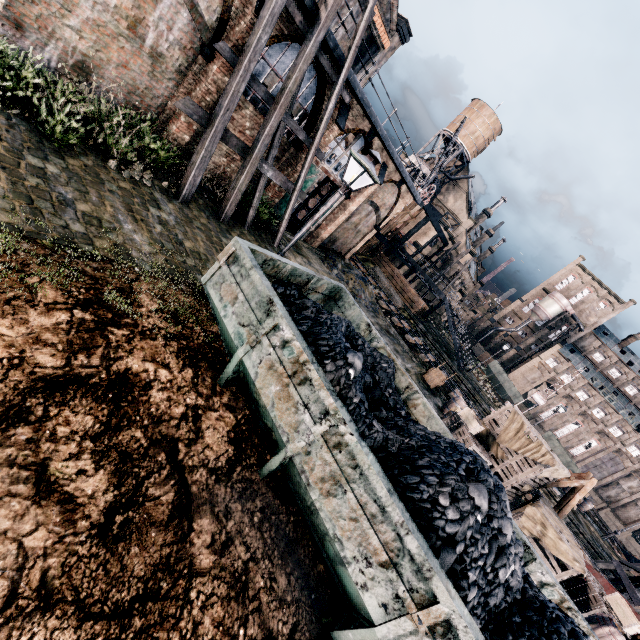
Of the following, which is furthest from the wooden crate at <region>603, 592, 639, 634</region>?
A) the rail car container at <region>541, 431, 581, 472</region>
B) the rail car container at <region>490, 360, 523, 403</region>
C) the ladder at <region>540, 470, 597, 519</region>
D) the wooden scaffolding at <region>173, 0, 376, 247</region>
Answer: the rail car container at <region>490, 360, 523, 403</region>

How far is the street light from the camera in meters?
7.8

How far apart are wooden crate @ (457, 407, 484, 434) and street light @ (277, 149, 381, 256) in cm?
1347

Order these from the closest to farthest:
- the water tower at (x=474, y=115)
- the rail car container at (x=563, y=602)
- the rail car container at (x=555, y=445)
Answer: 1. the rail car container at (x=563, y=602)
2. the rail car container at (x=555, y=445)
3. the water tower at (x=474, y=115)

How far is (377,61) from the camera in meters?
29.9

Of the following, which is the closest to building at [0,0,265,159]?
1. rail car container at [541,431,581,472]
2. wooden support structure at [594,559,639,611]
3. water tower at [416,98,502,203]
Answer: water tower at [416,98,502,203]

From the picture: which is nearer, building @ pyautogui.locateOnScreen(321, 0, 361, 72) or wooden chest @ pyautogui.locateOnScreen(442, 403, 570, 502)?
building @ pyautogui.locateOnScreen(321, 0, 361, 72)

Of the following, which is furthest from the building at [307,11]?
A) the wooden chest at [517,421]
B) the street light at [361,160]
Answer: the wooden chest at [517,421]
